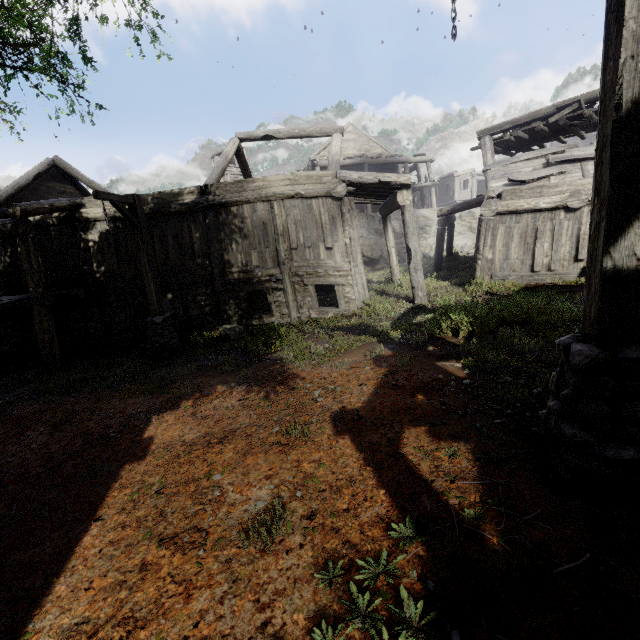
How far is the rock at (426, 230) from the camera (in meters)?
28.30

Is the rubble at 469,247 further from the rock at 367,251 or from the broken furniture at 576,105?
the broken furniture at 576,105

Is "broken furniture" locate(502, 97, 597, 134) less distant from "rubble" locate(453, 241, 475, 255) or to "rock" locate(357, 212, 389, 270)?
"rubble" locate(453, 241, 475, 255)

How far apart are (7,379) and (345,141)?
31.0 meters

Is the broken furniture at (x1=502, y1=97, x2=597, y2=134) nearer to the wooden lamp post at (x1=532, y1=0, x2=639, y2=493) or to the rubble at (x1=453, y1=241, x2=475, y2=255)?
the rubble at (x1=453, y1=241, x2=475, y2=255)

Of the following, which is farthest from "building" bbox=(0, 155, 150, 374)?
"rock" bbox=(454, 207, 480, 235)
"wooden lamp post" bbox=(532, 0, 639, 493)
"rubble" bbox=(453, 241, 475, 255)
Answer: "rubble" bbox=(453, 241, 475, 255)

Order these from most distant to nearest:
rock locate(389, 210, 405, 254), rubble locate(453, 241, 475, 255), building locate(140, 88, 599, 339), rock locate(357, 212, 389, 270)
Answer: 1. rock locate(389, 210, 405, 254)
2. rock locate(357, 212, 389, 270)
3. rubble locate(453, 241, 475, 255)
4. building locate(140, 88, 599, 339)
